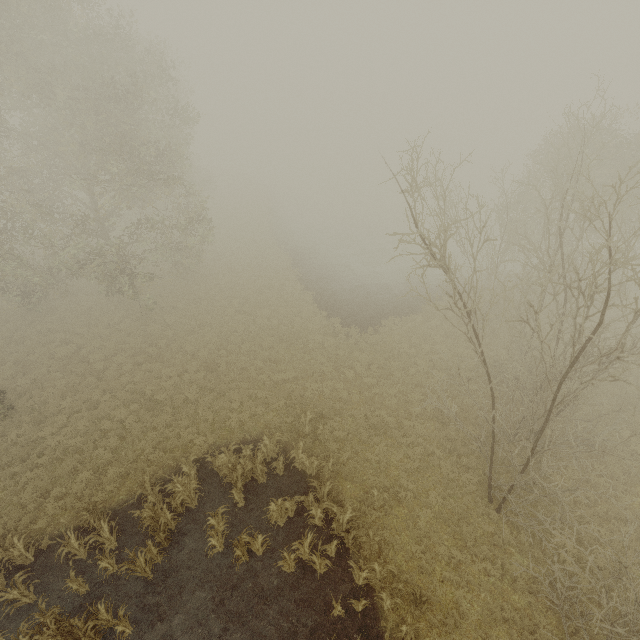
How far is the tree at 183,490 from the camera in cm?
1011

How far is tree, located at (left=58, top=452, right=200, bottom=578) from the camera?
10.1m

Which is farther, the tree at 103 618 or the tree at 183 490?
the tree at 183 490

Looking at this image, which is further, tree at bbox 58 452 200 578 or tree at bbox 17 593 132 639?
tree at bbox 58 452 200 578

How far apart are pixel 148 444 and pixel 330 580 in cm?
923
